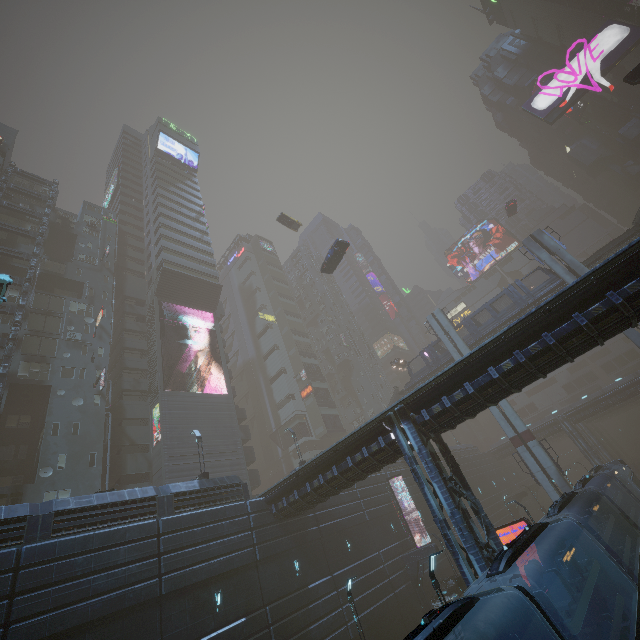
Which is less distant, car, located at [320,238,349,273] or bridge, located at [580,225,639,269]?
bridge, located at [580,225,639,269]

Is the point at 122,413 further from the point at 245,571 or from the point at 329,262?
the point at 329,262

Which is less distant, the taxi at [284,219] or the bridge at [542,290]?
the bridge at [542,290]

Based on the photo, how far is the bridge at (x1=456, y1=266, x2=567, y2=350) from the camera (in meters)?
35.25

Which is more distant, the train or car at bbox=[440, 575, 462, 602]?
car at bbox=[440, 575, 462, 602]

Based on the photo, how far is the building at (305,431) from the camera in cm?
5691

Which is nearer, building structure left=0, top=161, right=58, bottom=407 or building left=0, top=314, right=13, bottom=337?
building structure left=0, top=161, right=58, bottom=407

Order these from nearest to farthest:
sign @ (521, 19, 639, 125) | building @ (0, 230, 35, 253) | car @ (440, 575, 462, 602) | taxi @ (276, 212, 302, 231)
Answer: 1. car @ (440, 575, 462, 602)
2. building @ (0, 230, 35, 253)
3. sign @ (521, 19, 639, 125)
4. taxi @ (276, 212, 302, 231)
